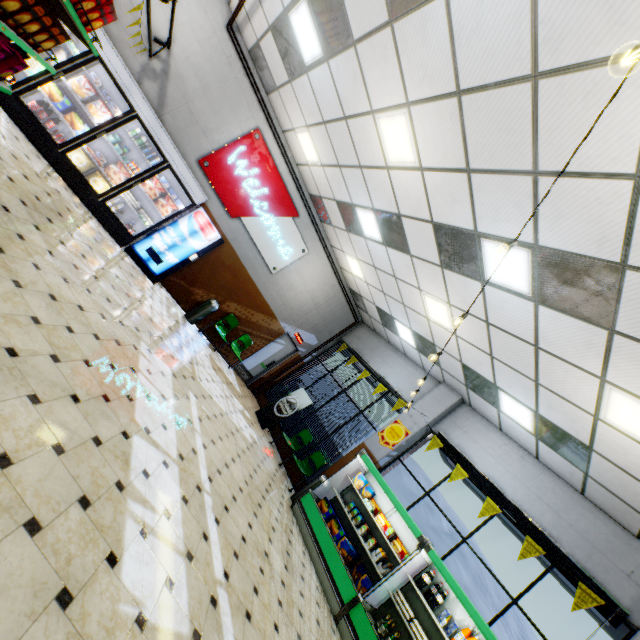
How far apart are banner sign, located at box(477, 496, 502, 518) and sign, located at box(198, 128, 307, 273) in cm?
781

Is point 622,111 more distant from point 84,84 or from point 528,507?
point 84,84

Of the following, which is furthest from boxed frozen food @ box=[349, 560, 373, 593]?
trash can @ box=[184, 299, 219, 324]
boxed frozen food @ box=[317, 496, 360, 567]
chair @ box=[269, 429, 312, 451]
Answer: trash can @ box=[184, 299, 219, 324]

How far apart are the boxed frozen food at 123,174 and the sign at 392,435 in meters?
8.7 m

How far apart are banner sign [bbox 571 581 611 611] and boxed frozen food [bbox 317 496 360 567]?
3.8 meters

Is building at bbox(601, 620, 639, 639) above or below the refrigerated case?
above

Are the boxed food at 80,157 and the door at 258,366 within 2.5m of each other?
no

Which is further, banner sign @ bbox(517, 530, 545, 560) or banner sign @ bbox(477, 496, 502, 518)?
banner sign @ bbox(477, 496, 502, 518)
